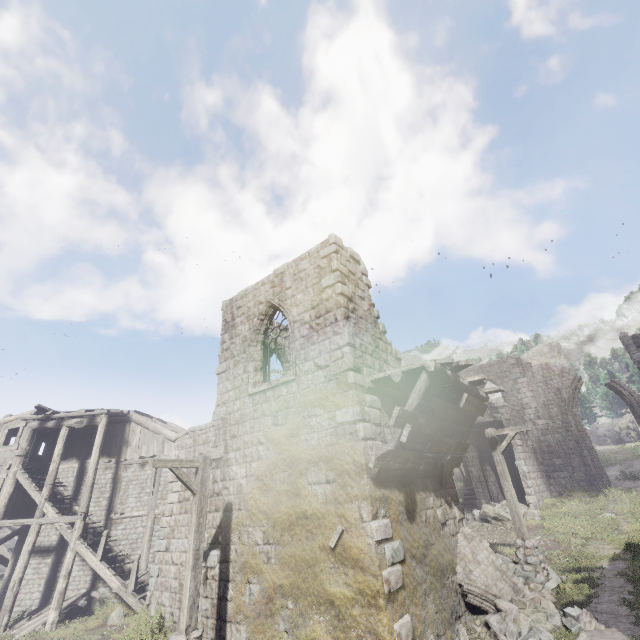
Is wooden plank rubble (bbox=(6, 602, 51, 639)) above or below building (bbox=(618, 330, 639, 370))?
below

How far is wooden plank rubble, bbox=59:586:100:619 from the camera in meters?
15.4

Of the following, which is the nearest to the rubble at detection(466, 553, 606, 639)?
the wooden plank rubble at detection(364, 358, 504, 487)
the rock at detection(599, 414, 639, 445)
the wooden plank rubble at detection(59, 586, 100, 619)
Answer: the wooden plank rubble at detection(364, 358, 504, 487)

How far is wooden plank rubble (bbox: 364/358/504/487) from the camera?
7.6 meters

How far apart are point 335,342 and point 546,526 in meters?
15.8 m

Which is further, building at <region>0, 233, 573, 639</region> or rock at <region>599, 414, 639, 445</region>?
rock at <region>599, 414, 639, 445</region>

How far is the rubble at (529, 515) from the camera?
17.8 meters

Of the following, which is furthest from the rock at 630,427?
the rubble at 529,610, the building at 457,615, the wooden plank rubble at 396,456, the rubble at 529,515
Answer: the wooden plank rubble at 396,456
